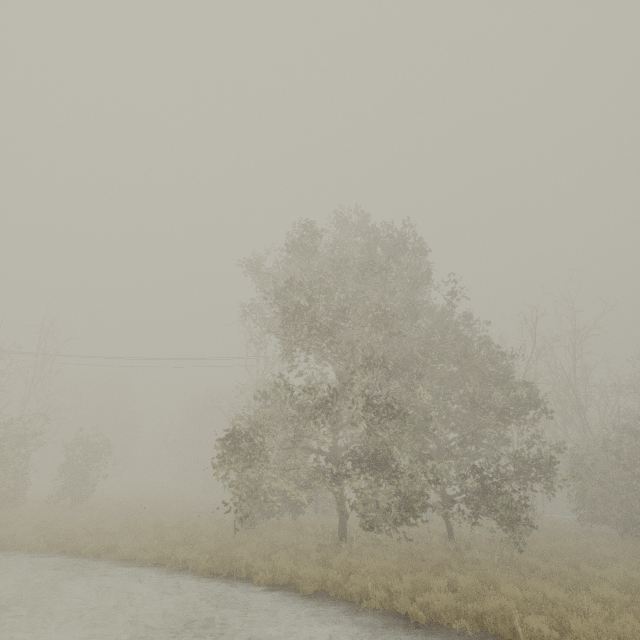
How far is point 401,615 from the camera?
8.0 meters
